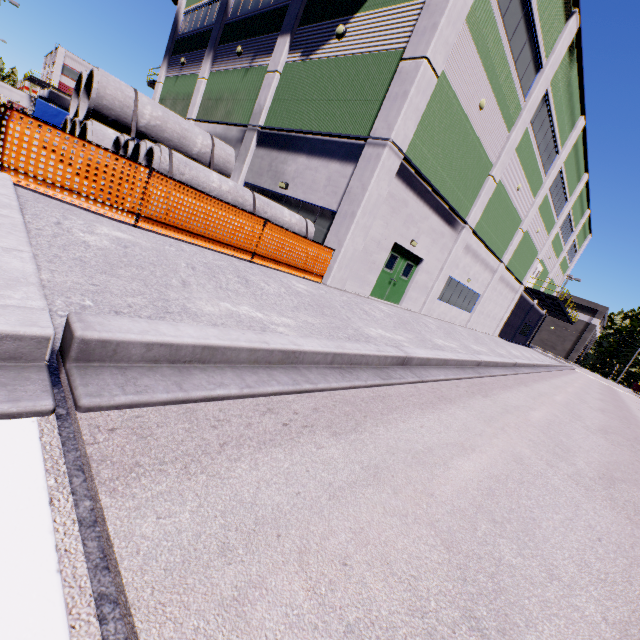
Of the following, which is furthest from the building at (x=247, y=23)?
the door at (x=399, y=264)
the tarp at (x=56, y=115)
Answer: the tarp at (x=56, y=115)

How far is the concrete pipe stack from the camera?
8.23m

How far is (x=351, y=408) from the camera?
3.22m

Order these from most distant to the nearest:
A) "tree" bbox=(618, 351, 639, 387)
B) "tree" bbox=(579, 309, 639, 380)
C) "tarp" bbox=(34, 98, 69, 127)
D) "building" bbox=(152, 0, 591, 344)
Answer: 1. "tree" bbox=(579, 309, 639, 380)
2. "tree" bbox=(618, 351, 639, 387)
3. "tarp" bbox=(34, 98, 69, 127)
4. "building" bbox=(152, 0, 591, 344)

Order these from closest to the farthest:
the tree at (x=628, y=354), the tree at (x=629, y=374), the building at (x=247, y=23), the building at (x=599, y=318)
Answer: the building at (x=247, y=23), the tree at (x=629, y=374), the tree at (x=628, y=354), the building at (x=599, y=318)

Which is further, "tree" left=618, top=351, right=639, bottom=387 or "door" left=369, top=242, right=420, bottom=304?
"tree" left=618, top=351, right=639, bottom=387

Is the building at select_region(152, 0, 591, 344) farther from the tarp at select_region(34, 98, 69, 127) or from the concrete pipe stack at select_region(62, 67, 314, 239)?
the tarp at select_region(34, 98, 69, 127)

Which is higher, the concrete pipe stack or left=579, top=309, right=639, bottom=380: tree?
left=579, top=309, right=639, bottom=380: tree
